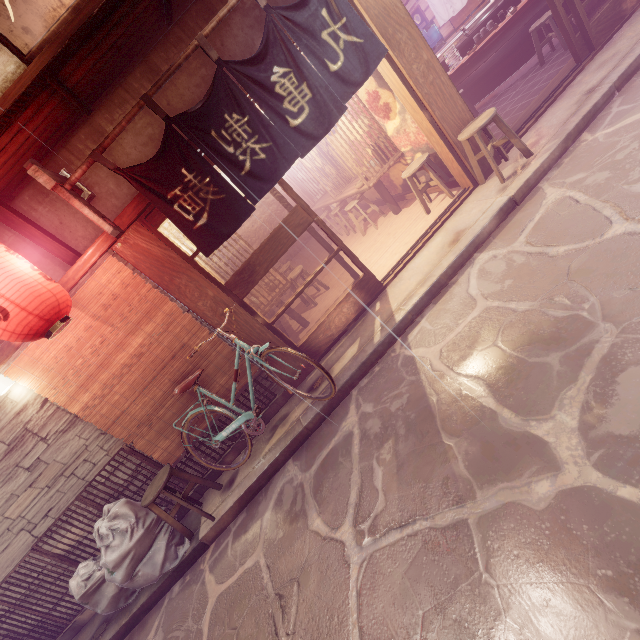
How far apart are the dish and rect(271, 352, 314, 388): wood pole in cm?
1204

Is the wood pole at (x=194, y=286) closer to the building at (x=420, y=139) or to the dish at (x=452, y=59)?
the building at (x=420, y=139)

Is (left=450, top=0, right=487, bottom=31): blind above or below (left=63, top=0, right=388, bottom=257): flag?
below

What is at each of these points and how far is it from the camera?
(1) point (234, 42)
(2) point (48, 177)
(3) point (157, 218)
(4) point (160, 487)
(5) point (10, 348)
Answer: (1) house, 6.6m
(2) wood base, 5.4m
(3) door, 6.7m
(4) chair, 6.7m
(5) wood bar, 6.4m

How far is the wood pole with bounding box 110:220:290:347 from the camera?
6.62m

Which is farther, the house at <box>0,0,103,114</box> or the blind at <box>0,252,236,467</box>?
the blind at <box>0,252,236,467</box>

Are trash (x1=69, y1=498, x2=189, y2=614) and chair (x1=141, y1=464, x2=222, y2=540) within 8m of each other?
yes

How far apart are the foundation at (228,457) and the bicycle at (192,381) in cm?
25
